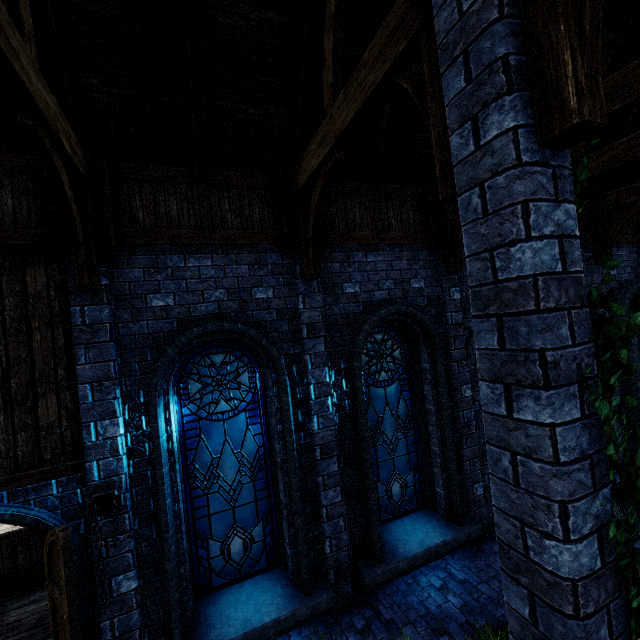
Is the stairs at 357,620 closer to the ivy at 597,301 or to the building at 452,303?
the building at 452,303

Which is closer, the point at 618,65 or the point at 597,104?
the point at 597,104

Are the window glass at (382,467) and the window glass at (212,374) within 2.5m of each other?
yes

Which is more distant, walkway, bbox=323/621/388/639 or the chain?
walkway, bbox=323/621/388/639

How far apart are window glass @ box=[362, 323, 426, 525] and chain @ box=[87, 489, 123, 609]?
3.7 meters

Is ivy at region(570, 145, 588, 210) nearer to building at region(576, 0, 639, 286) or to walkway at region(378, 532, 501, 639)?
building at region(576, 0, 639, 286)

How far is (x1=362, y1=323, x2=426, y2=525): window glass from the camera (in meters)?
6.03

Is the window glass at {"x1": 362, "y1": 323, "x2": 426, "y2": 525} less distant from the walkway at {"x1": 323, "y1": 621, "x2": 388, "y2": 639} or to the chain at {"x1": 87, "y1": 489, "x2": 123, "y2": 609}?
the walkway at {"x1": 323, "y1": 621, "x2": 388, "y2": 639}
